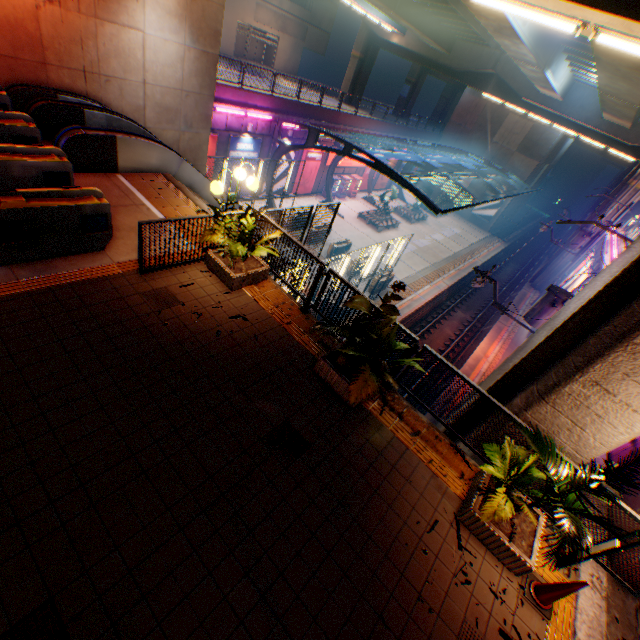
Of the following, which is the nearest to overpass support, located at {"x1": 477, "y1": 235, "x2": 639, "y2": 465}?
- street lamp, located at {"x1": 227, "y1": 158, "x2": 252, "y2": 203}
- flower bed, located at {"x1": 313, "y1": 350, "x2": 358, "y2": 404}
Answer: flower bed, located at {"x1": 313, "y1": 350, "x2": 358, "y2": 404}

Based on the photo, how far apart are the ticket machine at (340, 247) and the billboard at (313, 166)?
8.3 meters

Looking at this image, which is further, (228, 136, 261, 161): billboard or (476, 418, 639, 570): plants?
(228, 136, 261, 161): billboard

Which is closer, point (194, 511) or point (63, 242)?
point (194, 511)

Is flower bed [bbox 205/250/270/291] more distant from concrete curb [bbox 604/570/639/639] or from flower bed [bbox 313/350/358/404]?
concrete curb [bbox 604/570/639/639]

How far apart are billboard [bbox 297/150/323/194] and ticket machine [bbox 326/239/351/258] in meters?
8.3 m

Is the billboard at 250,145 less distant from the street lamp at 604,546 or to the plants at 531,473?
the plants at 531,473

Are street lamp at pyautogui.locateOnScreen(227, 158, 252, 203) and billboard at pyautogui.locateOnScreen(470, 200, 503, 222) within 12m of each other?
no
